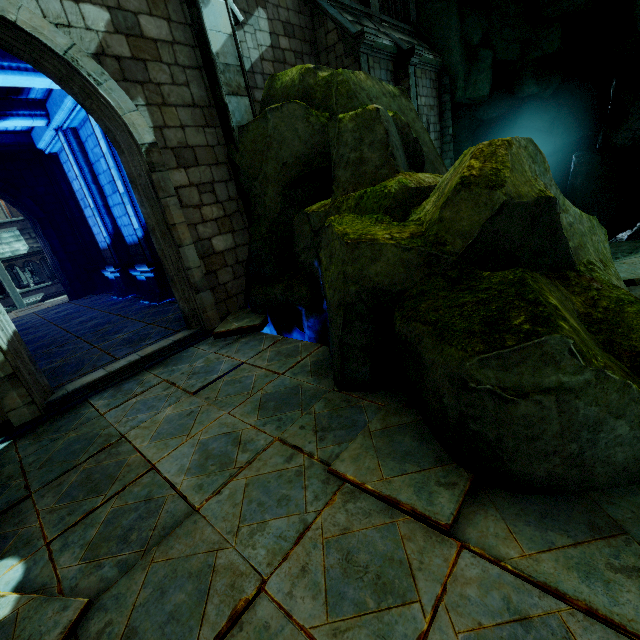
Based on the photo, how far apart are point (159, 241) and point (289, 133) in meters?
3.1

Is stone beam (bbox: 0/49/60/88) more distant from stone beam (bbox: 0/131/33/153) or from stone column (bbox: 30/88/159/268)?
stone beam (bbox: 0/131/33/153)

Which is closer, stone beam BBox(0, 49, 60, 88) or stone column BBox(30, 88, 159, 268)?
stone beam BBox(0, 49, 60, 88)

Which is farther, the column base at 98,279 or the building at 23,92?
the column base at 98,279

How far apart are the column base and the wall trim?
3.25m

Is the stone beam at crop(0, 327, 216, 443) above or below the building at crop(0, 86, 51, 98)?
below

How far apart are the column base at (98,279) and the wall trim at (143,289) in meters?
3.3 m

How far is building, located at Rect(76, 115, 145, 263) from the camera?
9.84m
